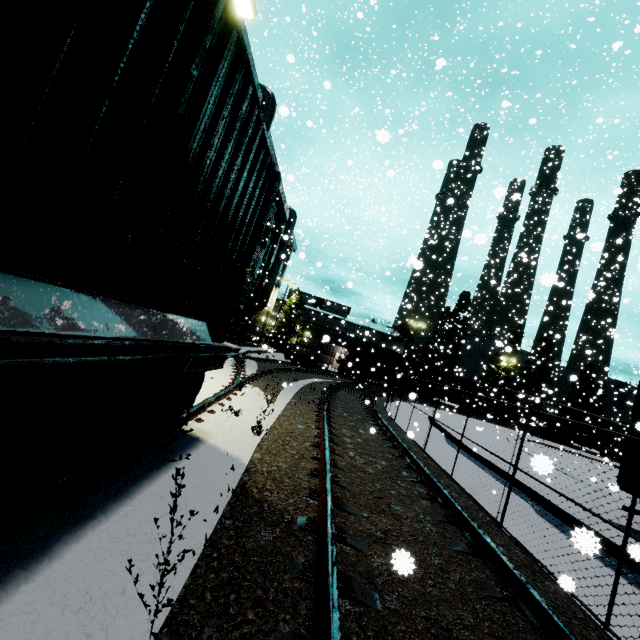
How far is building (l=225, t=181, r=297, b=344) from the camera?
32.53m

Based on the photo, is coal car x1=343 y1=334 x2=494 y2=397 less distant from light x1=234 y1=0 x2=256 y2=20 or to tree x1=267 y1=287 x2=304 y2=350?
tree x1=267 y1=287 x2=304 y2=350

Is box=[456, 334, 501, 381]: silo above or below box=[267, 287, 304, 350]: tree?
above

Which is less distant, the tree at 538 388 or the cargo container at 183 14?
the cargo container at 183 14

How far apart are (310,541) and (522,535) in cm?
387

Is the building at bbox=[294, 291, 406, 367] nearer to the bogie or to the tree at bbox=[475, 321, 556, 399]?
the bogie

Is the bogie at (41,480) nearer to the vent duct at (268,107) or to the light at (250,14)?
the vent duct at (268,107)

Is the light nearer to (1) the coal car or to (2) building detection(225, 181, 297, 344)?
(2) building detection(225, 181, 297, 344)
